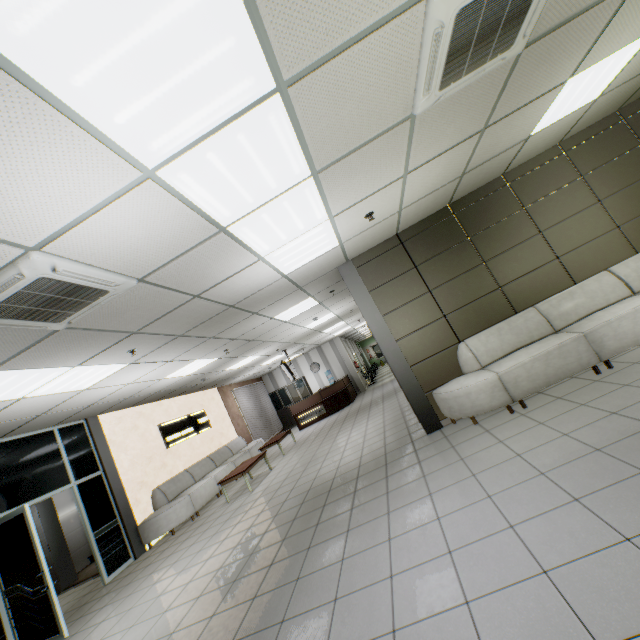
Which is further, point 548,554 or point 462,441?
point 462,441

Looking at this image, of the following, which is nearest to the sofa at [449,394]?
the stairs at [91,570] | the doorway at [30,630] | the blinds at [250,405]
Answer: the doorway at [30,630]

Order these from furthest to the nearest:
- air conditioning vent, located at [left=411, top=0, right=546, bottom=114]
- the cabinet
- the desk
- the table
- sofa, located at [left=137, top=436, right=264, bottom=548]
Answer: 1. the cabinet
2. the desk
3. the table
4. sofa, located at [left=137, top=436, right=264, bottom=548]
5. air conditioning vent, located at [left=411, top=0, right=546, bottom=114]

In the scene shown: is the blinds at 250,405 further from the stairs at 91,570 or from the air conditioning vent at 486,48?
the air conditioning vent at 486,48

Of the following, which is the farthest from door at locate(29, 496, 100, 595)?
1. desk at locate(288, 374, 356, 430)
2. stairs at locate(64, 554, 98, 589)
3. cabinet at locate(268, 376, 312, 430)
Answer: cabinet at locate(268, 376, 312, 430)

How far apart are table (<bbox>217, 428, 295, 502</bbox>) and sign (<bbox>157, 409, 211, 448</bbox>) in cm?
212

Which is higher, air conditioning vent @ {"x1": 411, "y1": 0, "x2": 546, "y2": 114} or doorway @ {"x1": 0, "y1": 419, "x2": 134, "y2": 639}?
air conditioning vent @ {"x1": 411, "y1": 0, "x2": 546, "y2": 114}

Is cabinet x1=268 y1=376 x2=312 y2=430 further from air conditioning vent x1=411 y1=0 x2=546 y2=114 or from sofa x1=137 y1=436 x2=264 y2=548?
air conditioning vent x1=411 y1=0 x2=546 y2=114
